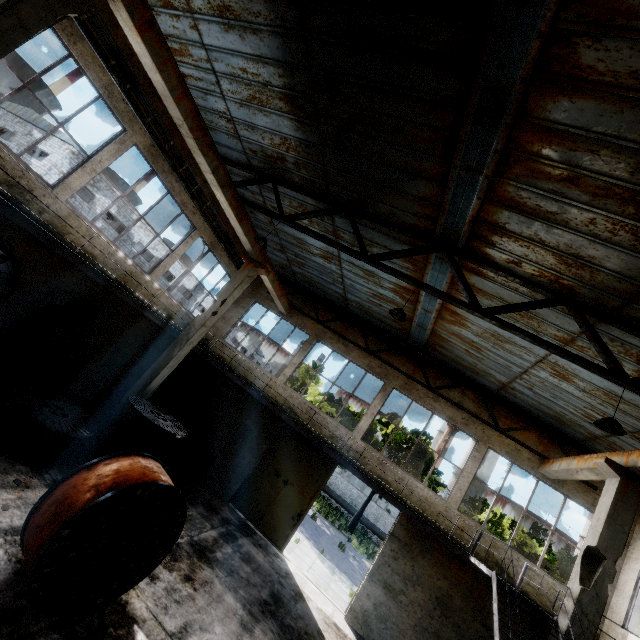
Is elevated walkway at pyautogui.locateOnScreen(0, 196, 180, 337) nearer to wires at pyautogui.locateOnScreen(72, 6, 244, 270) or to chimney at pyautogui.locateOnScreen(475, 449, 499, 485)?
wires at pyautogui.locateOnScreen(72, 6, 244, 270)

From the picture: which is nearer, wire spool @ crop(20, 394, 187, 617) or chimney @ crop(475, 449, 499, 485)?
wire spool @ crop(20, 394, 187, 617)

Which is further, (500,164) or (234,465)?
(234,465)

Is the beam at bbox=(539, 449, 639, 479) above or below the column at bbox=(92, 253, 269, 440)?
above

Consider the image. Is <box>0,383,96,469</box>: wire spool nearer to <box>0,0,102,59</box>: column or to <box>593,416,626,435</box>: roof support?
<box>0,0,102,59</box>: column

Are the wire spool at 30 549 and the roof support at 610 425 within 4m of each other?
no

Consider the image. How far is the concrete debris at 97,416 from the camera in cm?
1131

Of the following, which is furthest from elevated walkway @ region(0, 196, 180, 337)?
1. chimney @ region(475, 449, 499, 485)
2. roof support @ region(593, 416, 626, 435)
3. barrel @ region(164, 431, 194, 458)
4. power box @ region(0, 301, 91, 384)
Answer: chimney @ region(475, 449, 499, 485)
